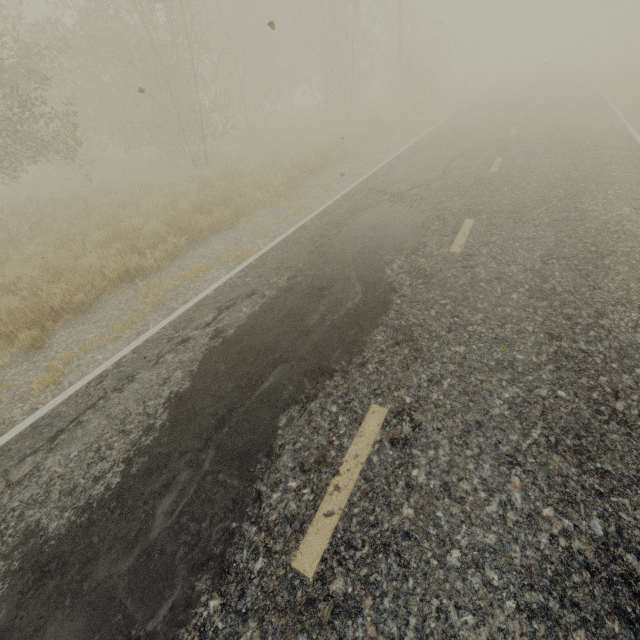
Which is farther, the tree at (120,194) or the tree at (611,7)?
the tree at (611,7)

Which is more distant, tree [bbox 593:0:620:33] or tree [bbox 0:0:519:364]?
tree [bbox 593:0:620:33]

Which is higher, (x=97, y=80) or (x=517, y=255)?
(x=97, y=80)
